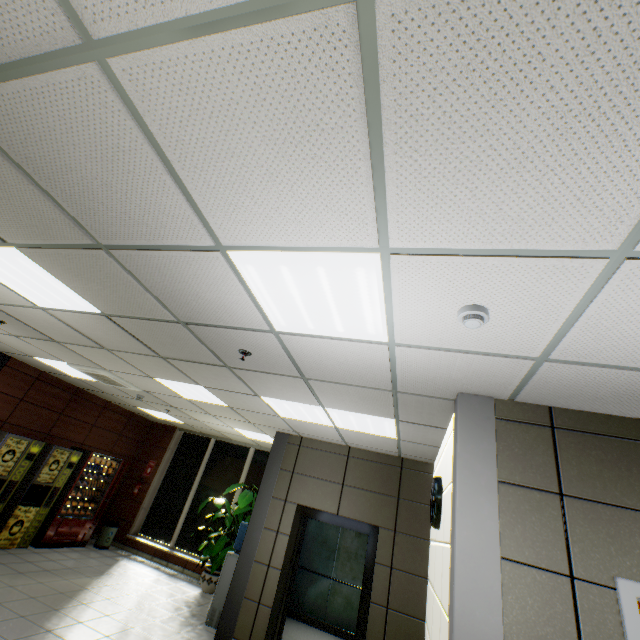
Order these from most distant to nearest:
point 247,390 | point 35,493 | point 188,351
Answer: point 35,493, point 247,390, point 188,351

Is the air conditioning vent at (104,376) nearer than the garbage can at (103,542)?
Yes

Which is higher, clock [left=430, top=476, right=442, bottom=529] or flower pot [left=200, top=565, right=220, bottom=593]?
clock [left=430, top=476, right=442, bottom=529]

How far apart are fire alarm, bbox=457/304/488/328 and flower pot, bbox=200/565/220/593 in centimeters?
835cm

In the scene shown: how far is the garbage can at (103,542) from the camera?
8.2m

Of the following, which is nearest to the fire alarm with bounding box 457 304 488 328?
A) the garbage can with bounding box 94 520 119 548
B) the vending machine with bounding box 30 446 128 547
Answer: the vending machine with bounding box 30 446 128 547

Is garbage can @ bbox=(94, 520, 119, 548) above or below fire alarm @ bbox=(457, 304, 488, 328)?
below

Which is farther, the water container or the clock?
the water container
